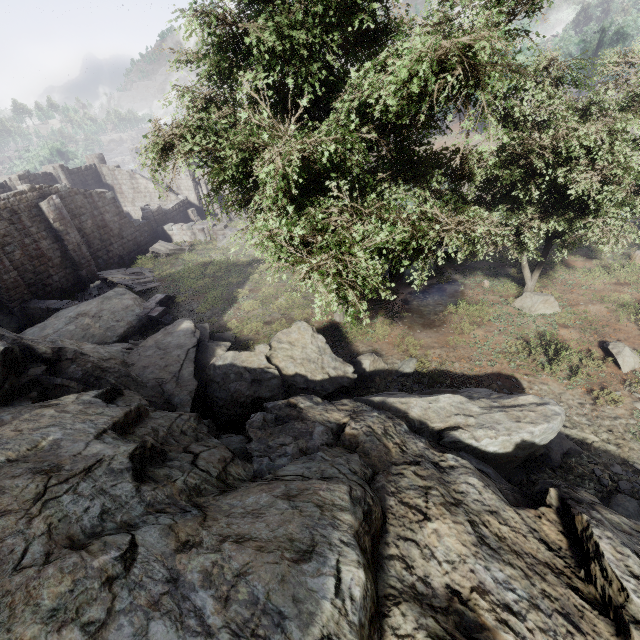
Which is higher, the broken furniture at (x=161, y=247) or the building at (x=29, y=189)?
the building at (x=29, y=189)

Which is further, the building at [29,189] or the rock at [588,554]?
the building at [29,189]

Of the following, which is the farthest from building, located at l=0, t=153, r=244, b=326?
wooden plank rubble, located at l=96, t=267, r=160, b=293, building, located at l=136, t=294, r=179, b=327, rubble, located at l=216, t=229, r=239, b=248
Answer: building, located at l=136, t=294, r=179, b=327

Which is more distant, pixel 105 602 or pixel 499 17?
pixel 499 17

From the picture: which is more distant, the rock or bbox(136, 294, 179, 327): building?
bbox(136, 294, 179, 327): building

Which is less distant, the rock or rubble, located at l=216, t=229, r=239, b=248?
the rock

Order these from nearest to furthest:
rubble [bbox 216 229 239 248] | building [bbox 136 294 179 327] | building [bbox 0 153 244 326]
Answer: building [bbox 136 294 179 327] → building [bbox 0 153 244 326] → rubble [bbox 216 229 239 248]

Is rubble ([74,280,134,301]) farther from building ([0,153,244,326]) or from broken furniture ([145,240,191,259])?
broken furniture ([145,240,191,259])
